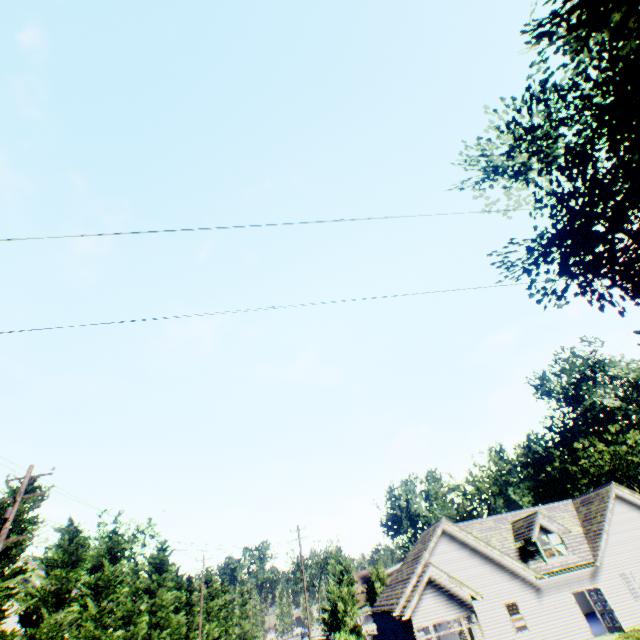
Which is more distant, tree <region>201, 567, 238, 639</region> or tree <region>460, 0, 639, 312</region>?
tree <region>201, 567, 238, 639</region>

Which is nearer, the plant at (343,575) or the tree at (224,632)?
the tree at (224,632)

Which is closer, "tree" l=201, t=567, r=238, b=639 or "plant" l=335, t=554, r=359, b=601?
"tree" l=201, t=567, r=238, b=639

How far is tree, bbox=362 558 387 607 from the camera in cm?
4300

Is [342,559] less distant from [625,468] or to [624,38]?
[625,468]

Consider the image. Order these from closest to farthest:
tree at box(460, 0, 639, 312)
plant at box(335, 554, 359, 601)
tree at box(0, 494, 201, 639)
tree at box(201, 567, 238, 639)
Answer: tree at box(460, 0, 639, 312) < tree at box(0, 494, 201, 639) < tree at box(201, 567, 238, 639) < plant at box(335, 554, 359, 601)
